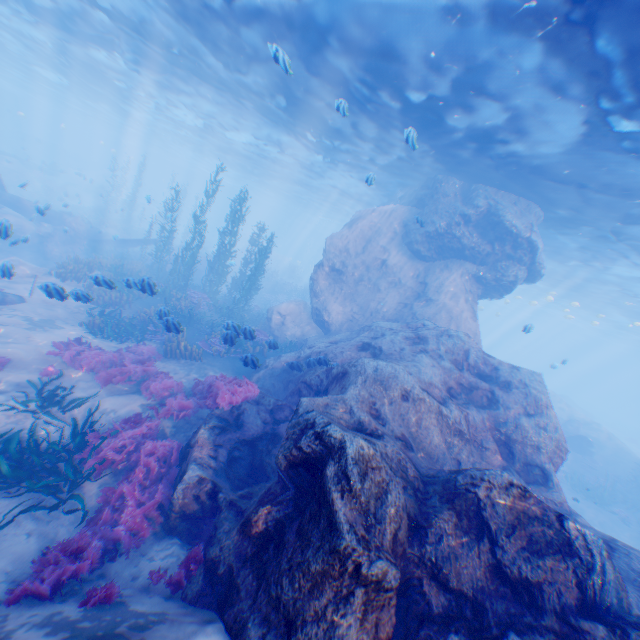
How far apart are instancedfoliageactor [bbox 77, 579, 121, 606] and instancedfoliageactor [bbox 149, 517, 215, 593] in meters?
0.5

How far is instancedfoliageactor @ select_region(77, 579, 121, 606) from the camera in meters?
4.1

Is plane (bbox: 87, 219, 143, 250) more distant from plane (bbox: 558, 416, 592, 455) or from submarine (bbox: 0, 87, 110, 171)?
plane (bbox: 558, 416, 592, 455)

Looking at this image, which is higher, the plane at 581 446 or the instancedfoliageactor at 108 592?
the plane at 581 446

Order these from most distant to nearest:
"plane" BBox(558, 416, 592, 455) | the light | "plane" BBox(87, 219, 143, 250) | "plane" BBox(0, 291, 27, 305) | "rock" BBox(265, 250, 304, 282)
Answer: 1. "rock" BBox(265, 250, 304, 282)
2. "plane" BBox(87, 219, 143, 250)
3. "plane" BBox(558, 416, 592, 455)
4. "plane" BBox(0, 291, 27, 305)
5. the light

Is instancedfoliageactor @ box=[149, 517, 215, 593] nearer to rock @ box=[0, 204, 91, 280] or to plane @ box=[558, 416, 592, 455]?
rock @ box=[0, 204, 91, 280]

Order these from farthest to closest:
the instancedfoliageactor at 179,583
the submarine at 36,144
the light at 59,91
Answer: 1. the submarine at 36,144
2. the light at 59,91
3. the instancedfoliageactor at 179,583

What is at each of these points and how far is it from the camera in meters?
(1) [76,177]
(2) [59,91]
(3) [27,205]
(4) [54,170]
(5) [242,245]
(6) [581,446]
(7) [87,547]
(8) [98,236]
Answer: (1) rock, 50.5 m
(2) light, 40.5 m
(3) plane, 21.6 m
(4) plane, 40.0 m
(5) rock, 48.9 m
(6) plane, 22.1 m
(7) instancedfoliageactor, 5.0 m
(8) plane, 26.2 m
